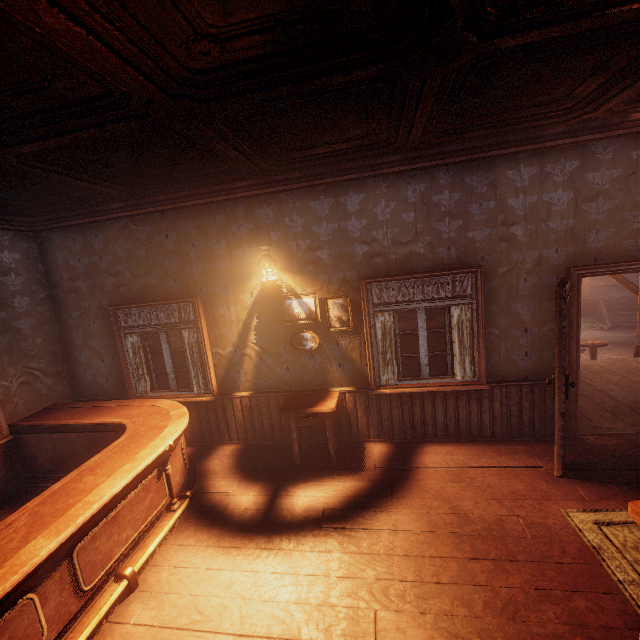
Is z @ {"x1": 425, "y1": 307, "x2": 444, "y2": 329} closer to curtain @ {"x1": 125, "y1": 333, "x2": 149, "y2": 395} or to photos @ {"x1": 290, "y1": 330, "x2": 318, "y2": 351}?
curtain @ {"x1": 125, "y1": 333, "x2": 149, "y2": 395}

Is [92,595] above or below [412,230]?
below

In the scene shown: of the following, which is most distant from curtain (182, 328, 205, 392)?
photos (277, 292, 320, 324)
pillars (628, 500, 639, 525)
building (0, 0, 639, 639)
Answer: pillars (628, 500, 639, 525)

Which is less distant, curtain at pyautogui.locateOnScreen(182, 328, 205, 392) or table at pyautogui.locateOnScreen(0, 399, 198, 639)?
table at pyautogui.locateOnScreen(0, 399, 198, 639)

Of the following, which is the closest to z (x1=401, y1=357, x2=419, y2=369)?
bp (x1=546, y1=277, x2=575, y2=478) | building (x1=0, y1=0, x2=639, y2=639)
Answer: building (x1=0, y1=0, x2=639, y2=639)

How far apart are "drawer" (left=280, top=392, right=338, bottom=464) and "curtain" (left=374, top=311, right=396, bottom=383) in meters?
0.7 m

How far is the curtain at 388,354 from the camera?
4.46m

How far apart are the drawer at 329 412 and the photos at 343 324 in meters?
0.9
